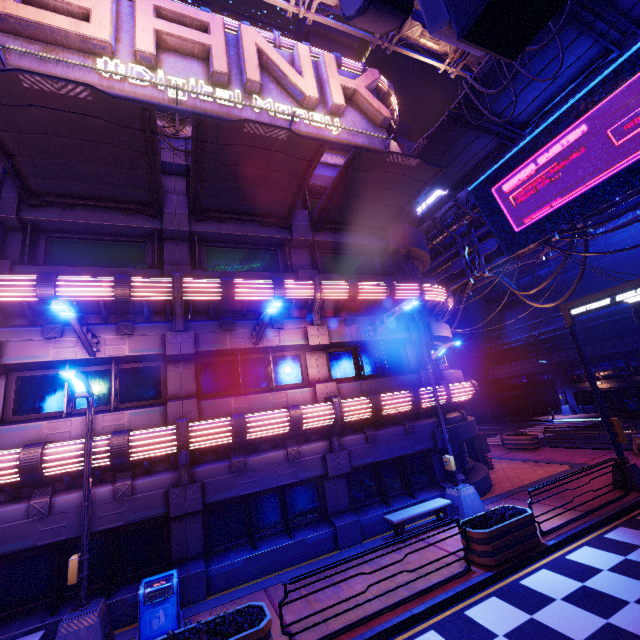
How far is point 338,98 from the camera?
15.1m

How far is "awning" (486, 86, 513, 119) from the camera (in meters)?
13.08

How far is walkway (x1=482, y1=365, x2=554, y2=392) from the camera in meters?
37.3

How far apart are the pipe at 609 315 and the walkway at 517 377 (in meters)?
2.78

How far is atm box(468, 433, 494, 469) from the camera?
17.5m

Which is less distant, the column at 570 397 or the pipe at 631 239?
the pipe at 631 239

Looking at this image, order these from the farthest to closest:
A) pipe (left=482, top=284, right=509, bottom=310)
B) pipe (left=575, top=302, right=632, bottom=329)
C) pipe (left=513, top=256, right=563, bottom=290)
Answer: pipe (left=482, top=284, right=509, bottom=310), pipe (left=513, top=256, right=563, bottom=290), pipe (left=575, top=302, right=632, bottom=329)

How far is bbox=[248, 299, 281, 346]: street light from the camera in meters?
9.1 m
